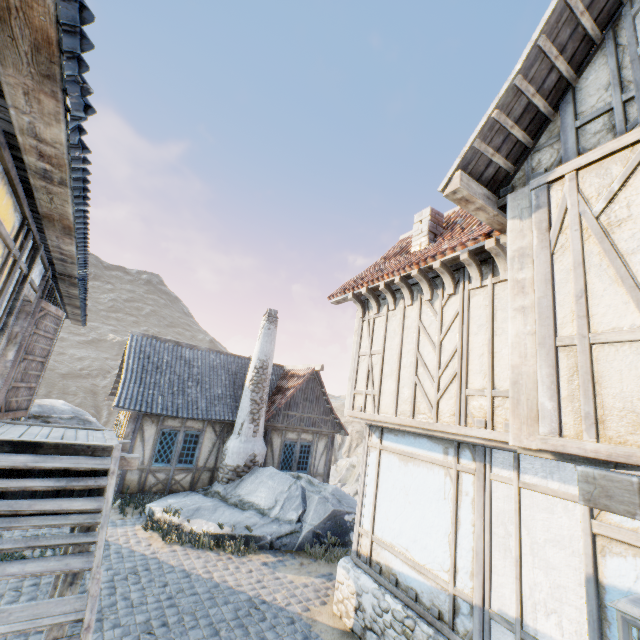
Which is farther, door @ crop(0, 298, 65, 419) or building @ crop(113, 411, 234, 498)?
building @ crop(113, 411, 234, 498)

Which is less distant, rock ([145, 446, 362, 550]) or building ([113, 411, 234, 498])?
rock ([145, 446, 362, 550])

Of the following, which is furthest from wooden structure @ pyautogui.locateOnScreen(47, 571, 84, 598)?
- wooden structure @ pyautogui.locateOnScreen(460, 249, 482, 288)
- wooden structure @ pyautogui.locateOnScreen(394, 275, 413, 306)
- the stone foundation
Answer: wooden structure @ pyautogui.locateOnScreen(460, 249, 482, 288)

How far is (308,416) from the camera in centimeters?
1525cm

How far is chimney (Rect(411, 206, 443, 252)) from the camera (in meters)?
7.79

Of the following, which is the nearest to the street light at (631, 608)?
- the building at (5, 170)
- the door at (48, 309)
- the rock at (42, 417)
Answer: the building at (5, 170)

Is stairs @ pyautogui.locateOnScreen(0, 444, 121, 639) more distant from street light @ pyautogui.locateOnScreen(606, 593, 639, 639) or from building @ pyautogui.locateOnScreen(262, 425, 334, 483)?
building @ pyautogui.locateOnScreen(262, 425, 334, 483)

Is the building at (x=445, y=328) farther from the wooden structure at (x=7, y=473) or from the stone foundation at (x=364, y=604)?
the wooden structure at (x=7, y=473)
